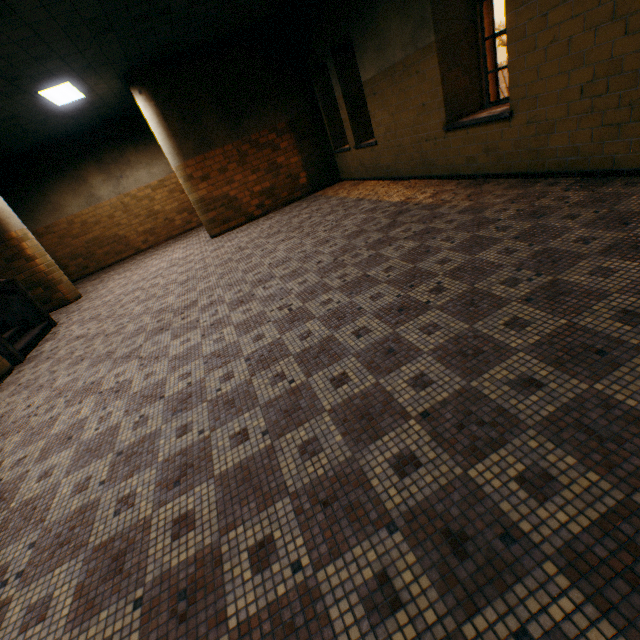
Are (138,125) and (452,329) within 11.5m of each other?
no

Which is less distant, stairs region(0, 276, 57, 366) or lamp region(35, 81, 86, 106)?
stairs region(0, 276, 57, 366)

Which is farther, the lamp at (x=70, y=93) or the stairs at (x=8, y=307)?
the lamp at (x=70, y=93)

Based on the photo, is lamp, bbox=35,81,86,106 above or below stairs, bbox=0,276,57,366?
above

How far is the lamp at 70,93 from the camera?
6.5m

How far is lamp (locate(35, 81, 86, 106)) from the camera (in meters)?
6.47
